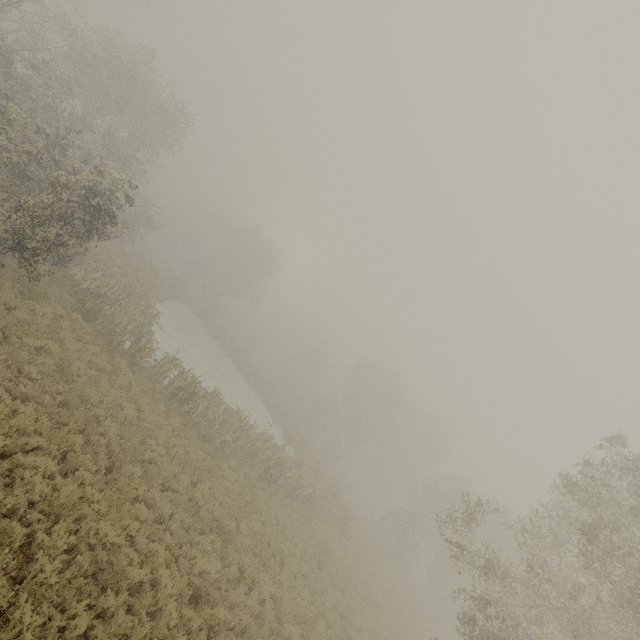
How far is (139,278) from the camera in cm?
2847
